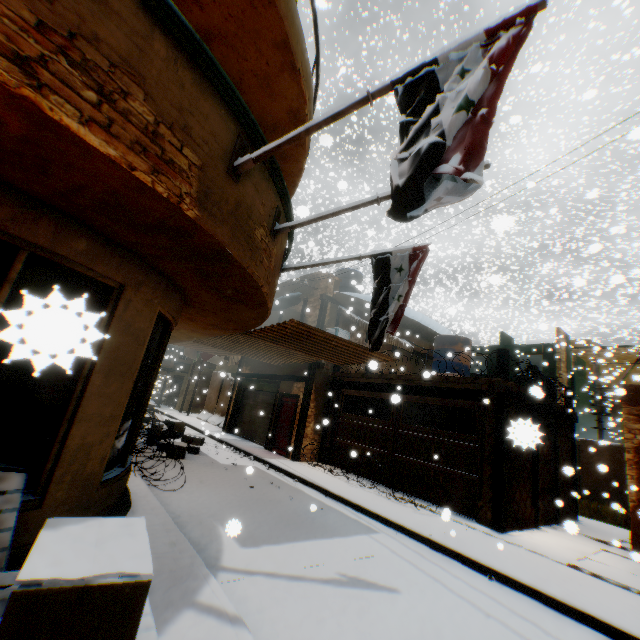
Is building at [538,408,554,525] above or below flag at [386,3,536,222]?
below

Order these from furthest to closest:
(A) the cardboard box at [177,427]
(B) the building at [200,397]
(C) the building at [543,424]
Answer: (B) the building at [200,397] < (A) the cardboard box at [177,427] < (C) the building at [543,424]

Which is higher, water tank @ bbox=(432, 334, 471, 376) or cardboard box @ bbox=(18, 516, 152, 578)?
water tank @ bbox=(432, 334, 471, 376)

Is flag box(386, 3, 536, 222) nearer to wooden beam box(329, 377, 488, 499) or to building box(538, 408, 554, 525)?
building box(538, 408, 554, 525)

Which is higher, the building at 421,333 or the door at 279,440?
the building at 421,333

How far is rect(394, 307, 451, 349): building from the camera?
16.5m

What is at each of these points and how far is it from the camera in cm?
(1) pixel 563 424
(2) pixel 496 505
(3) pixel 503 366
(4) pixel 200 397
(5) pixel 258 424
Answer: (1) building, 1147
(2) wooden beam, 786
(3) wooden beam, 873
(4) building, 2770
(5) rolling overhead door, 1573

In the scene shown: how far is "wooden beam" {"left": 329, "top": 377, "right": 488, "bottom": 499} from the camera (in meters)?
8.93
